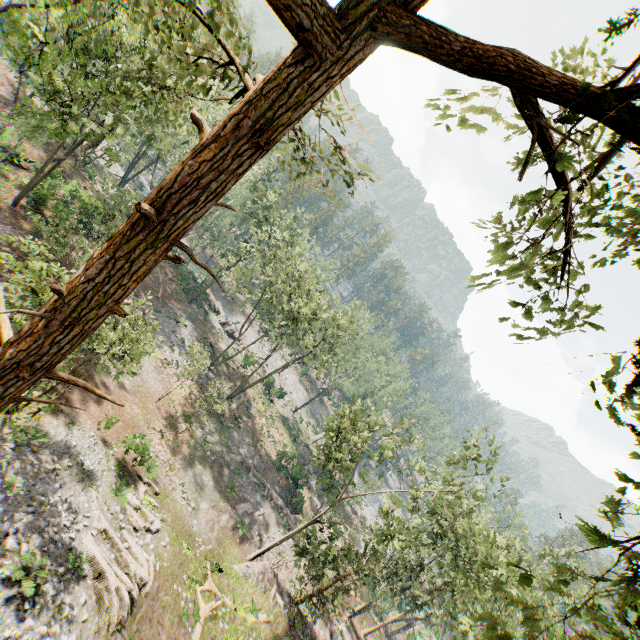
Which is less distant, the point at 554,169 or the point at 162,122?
the point at 554,169

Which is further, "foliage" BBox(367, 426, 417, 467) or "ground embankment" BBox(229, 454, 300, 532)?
"ground embankment" BBox(229, 454, 300, 532)

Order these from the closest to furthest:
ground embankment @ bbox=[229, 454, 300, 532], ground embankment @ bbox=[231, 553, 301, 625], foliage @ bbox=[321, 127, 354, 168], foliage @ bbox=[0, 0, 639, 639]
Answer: foliage @ bbox=[0, 0, 639, 639] < foliage @ bbox=[321, 127, 354, 168] < ground embankment @ bbox=[231, 553, 301, 625] < ground embankment @ bbox=[229, 454, 300, 532]

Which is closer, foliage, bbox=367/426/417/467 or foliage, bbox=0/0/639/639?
foliage, bbox=0/0/639/639

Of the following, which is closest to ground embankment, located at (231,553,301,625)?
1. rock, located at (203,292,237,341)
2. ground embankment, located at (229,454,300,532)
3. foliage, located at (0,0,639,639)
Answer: foliage, located at (0,0,639,639)

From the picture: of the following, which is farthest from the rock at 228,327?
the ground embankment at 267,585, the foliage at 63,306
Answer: the ground embankment at 267,585

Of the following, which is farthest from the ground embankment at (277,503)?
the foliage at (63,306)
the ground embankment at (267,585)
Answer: the ground embankment at (267,585)

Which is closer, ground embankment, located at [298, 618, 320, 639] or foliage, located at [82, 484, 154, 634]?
foliage, located at [82, 484, 154, 634]
